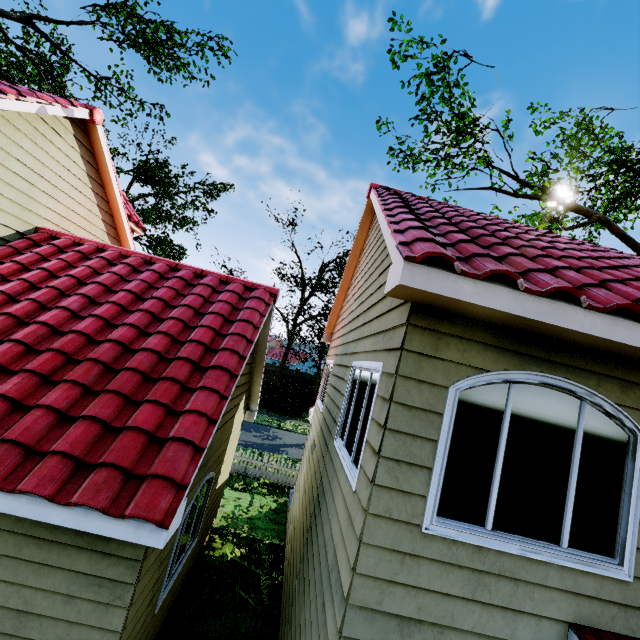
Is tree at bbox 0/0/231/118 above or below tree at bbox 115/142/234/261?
below

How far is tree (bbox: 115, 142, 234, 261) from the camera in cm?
3447

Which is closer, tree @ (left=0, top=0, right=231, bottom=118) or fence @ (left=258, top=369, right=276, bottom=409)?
tree @ (left=0, top=0, right=231, bottom=118)

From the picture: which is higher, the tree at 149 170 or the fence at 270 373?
the tree at 149 170

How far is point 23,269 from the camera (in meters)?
5.82

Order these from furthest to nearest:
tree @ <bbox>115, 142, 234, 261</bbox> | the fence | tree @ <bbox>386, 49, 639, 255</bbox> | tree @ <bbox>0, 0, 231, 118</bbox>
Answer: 1. tree @ <bbox>115, 142, 234, 261</bbox>
2. the fence
3. tree @ <bbox>386, 49, 639, 255</bbox>
4. tree @ <bbox>0, 0, 231, 118</bbox>

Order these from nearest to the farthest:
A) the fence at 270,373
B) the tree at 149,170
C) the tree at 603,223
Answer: the tree at 603,223, the fence at 270,373, the tree at 149,170

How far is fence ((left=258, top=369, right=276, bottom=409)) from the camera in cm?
2961
